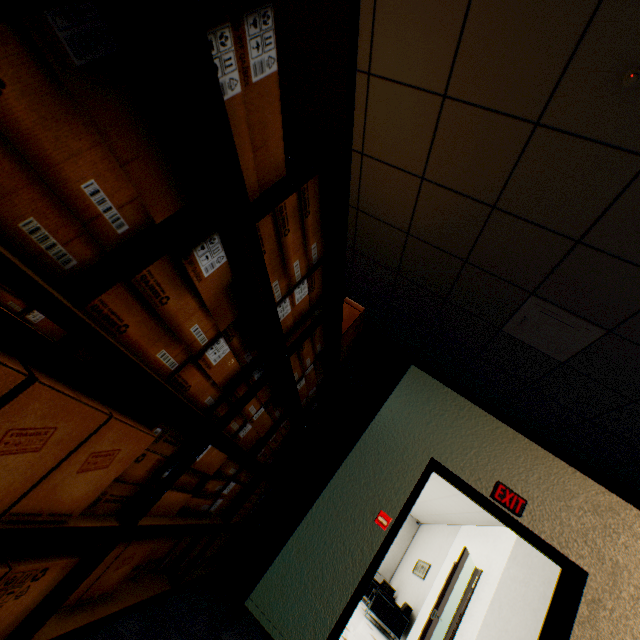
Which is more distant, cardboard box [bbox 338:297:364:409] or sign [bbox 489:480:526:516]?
sign [bbox 489:480:526:516]

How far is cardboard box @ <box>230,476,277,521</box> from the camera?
2.4m

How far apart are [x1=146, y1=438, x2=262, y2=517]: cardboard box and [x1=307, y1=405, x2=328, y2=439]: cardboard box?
0.5m

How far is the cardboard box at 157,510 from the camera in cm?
140

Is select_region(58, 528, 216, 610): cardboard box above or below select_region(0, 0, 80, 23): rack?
below

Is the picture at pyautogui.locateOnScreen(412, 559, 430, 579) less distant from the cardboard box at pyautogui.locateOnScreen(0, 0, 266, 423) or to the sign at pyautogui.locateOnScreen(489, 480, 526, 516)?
the sign at pyautogui.locateOnScreen(489, 480, 526, 516)

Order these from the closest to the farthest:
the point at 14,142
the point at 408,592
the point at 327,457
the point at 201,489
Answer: the point at 14,142, the point at 201,489, the point at 327,457, the point at 408,592

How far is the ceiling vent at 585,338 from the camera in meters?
2.2
